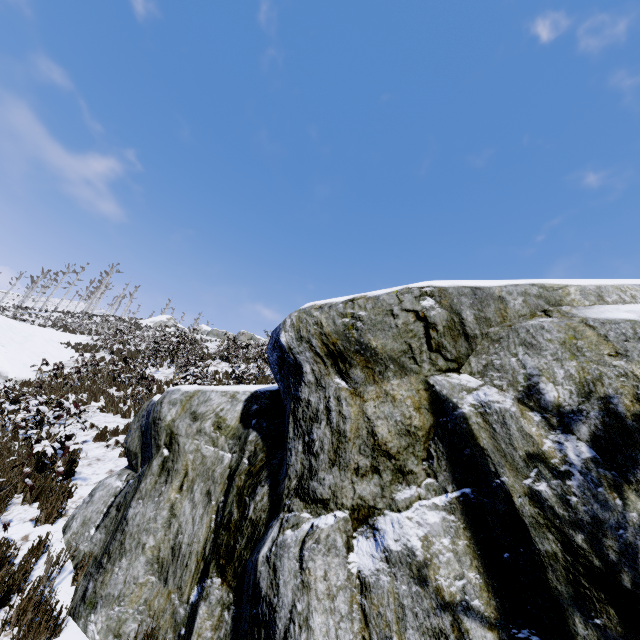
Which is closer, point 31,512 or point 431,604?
point 431,604

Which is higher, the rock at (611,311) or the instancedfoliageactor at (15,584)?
the rock at (611,311)

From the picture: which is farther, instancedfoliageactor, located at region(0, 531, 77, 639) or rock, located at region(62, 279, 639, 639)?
instancedfoliageactor, located at region(0, 531, 77, 639)

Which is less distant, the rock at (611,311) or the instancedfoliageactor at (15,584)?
the rock at (611,311)

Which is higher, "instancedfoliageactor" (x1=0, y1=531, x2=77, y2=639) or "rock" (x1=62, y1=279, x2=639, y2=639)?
"rock" (x1=62, y1=279, x2=639, y2=639)
